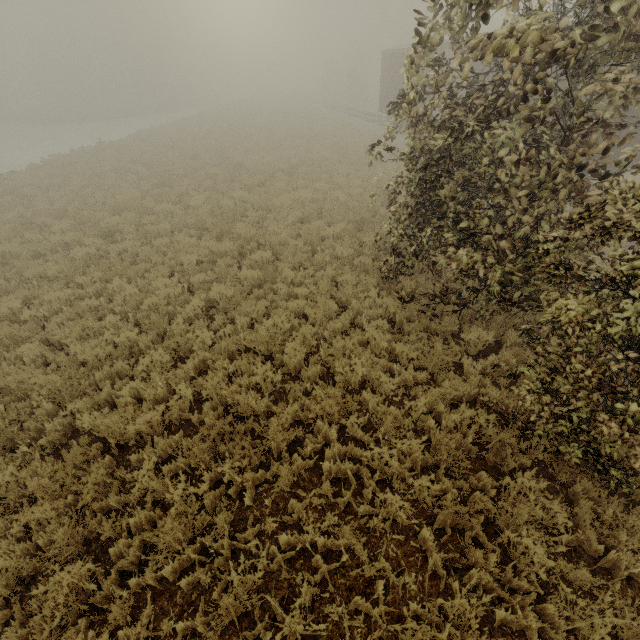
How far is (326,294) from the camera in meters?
8.1

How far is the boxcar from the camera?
20.9m

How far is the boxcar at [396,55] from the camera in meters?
20.9
